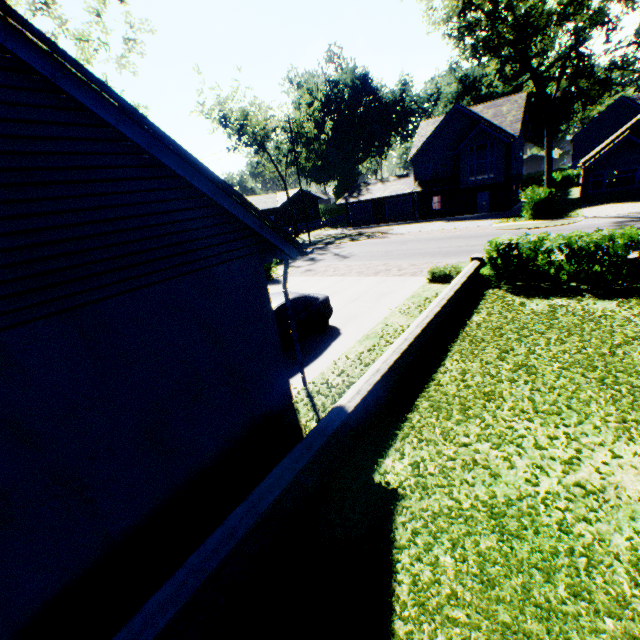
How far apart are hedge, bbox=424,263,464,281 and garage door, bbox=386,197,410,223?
28.0 meters

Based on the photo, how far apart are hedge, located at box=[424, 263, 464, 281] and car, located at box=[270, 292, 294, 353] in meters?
5.4

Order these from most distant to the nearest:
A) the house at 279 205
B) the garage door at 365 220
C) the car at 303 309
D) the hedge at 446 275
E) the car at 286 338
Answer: the house at 279 205, the garage door at 365 220, the hedge at 446 275, the car at 303 309, the car at 286 338

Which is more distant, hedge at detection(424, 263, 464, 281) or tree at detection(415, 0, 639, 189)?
tree at detection(415, 0, 639, 189)

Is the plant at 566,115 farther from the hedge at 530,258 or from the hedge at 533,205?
the hedge at 530,258

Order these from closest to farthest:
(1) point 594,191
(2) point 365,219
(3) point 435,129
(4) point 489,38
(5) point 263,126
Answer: (4) point 489,38
(1) point 594,191
(3) point 435,129
(5) point 263,126
(2) point 365,219

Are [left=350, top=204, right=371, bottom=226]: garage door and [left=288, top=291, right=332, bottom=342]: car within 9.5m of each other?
no

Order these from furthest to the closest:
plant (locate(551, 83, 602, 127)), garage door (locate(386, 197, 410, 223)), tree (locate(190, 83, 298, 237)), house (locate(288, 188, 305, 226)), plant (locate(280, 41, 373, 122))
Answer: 1. plant (locate(280, 41, 373, 122))
2. plant (locate(551, 83, 602, 127))
3. house (locate(288, 188, 305, 226))
4. garage door (locate(386, 197, 410, 223))
5. tree (locate(190, 83, 298, 237))
